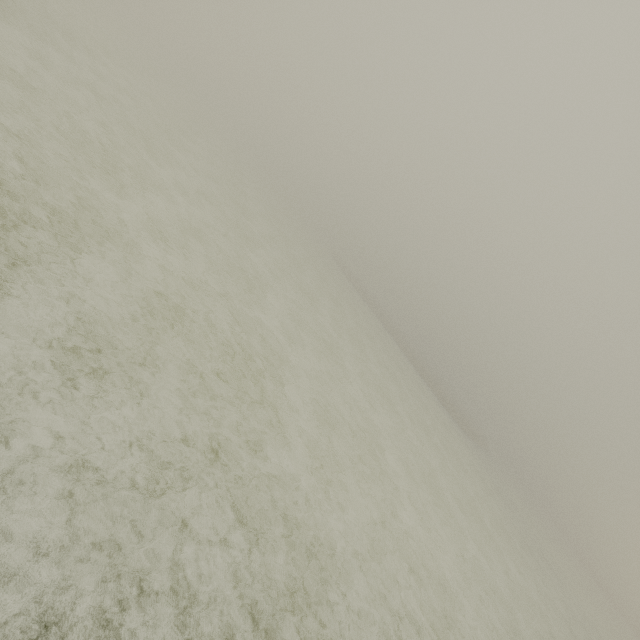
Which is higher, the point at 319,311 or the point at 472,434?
the point at 472,434
